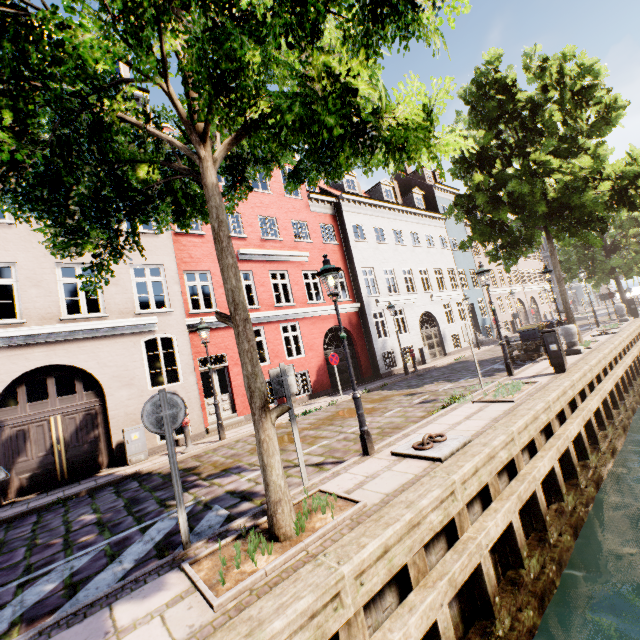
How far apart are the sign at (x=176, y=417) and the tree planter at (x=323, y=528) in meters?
1.4

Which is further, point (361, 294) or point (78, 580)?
point (361, 294)

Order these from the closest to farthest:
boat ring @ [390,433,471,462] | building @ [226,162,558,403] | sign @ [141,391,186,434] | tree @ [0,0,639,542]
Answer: tree @ [0,0,639,542] → sign @ [141,391,186,434] → boat ring @ [390,433,471,462] → building @ [226,162,558,403]

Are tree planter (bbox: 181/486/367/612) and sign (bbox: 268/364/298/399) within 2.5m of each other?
yes

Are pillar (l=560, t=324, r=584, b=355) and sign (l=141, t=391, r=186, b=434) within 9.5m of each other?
no

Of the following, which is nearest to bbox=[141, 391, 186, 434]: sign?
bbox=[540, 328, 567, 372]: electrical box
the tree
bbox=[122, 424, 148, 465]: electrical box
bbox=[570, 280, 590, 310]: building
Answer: the tree

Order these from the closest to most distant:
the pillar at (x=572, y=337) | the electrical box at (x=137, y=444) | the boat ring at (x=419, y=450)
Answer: the boat ring at (x=419, y=450), the electrical box at (x=137, y=444), the pillar at (x=572, y=337)

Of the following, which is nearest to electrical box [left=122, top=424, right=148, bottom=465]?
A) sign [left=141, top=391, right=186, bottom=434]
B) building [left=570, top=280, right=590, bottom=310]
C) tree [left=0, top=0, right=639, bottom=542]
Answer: building [left=570, top=280, right=590, bottom=310]
